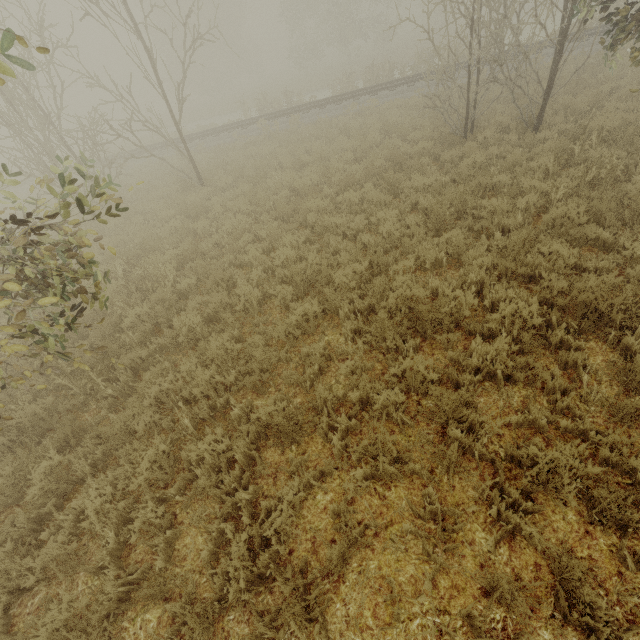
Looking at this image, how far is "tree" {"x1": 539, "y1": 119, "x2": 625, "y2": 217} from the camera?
6.22m

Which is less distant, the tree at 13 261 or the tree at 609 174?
the tree at 13 261

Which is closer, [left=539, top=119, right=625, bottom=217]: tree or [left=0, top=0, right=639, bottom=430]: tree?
[left=0, top=0, right=639, bottom=430]: tree

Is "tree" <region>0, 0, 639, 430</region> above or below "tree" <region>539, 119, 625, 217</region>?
above

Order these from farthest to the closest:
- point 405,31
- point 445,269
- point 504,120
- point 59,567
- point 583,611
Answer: point 405,31 → point 504,120 → point 445,269 → point 59,567 → point 583,611

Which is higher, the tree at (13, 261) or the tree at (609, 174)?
the tree at (13, 261)
